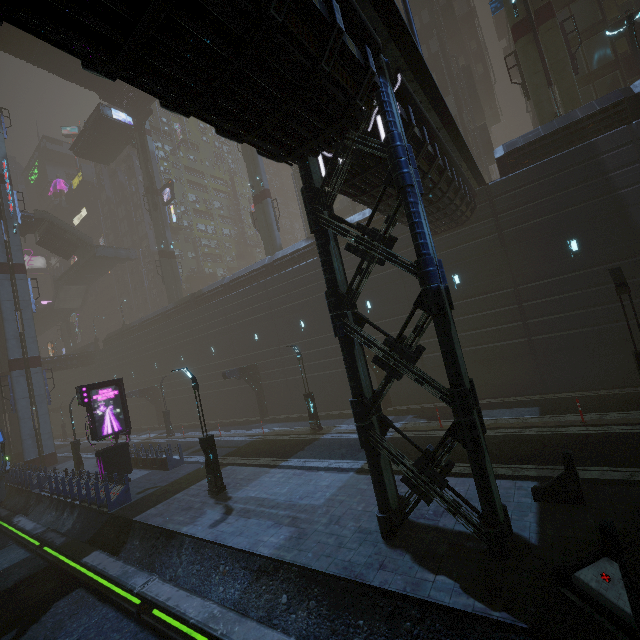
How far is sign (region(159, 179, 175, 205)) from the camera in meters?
42.5

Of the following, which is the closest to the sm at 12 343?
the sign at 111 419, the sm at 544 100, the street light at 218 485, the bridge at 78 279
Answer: the bridge at 78 279

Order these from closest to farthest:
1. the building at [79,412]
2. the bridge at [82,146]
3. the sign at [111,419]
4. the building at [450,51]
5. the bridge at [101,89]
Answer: the building at [450,51], the sign at [111,419], the bridge at [101,89], the bridge at [82,146], the building at [79,412]

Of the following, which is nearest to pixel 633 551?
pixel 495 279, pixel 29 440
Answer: pixel 495 279

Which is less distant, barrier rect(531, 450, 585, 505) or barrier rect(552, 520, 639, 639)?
barrier rect(552, 520, 639, 639)

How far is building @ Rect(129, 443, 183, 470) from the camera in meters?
19.3 m

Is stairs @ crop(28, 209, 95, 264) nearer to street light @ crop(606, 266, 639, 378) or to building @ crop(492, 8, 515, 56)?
street light @ crop(606, 266, 639, 378)

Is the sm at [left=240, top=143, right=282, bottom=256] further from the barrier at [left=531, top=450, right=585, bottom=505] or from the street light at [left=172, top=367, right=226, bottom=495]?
the barrier at [left=531, top=450, right=585, bottom=505]
